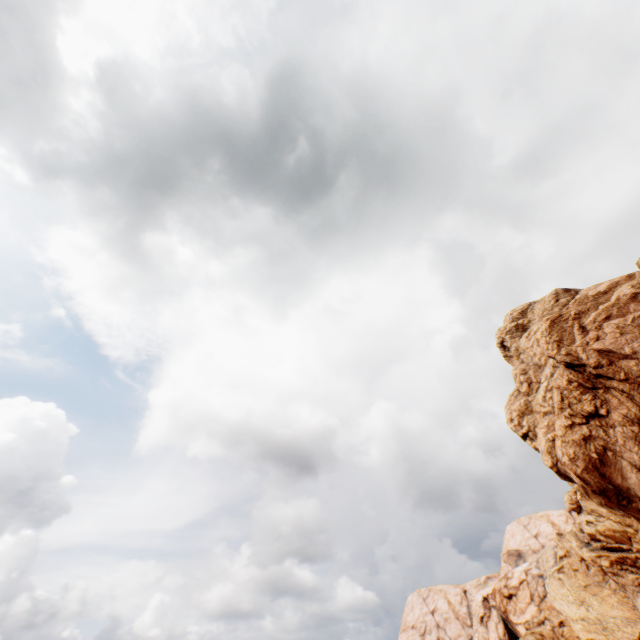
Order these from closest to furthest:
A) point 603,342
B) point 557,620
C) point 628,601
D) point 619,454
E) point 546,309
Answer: point 619,454, point 603,342, point 546,309, point 628,601, point 557,620
